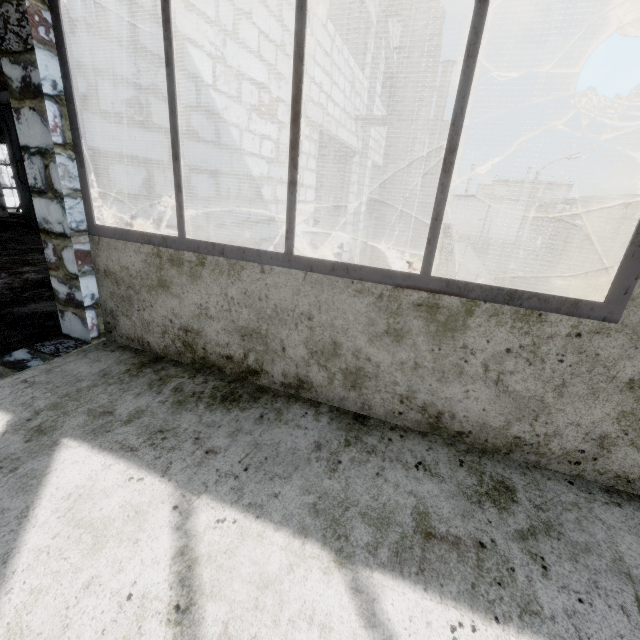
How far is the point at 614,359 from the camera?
1.37m

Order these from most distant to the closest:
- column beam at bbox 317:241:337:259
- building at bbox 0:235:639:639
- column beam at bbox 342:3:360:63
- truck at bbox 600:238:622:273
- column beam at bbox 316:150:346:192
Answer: truck at bbox 600:238:622:273 < column beam at bbox 317:241:337:259 < column beam at bbox 316:150:346:192 < column beam at bbox 342:3:360:63 < building at bbox 0:235:639:639

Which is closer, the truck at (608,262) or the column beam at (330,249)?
the column beam at (330,249)

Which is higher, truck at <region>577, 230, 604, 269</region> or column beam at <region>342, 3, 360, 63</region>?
column beam at <region>342, 3, 360, 63</region>

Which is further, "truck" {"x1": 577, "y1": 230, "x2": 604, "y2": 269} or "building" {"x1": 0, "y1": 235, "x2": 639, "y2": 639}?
"truck" {"x1": 577, "y1": 230, "x2": 604, "y2": 269}

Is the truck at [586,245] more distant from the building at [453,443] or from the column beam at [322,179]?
the building at [453,443]

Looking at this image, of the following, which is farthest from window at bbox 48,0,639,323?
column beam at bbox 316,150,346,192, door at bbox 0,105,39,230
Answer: column beam at bbox 316,150,346,192

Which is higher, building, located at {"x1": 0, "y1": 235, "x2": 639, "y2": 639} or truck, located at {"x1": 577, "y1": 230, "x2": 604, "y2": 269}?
building, located at {"x1": 0, "y1": 235, "x2": 639, "y2": 639}
